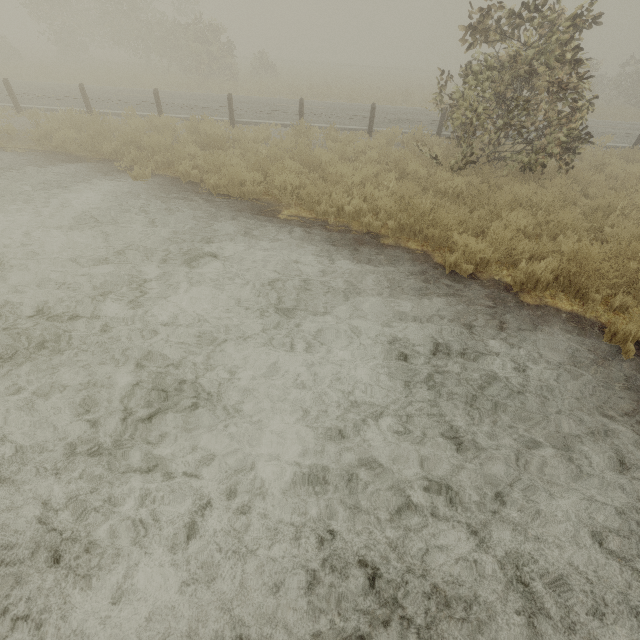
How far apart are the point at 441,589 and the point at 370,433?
1.3m
